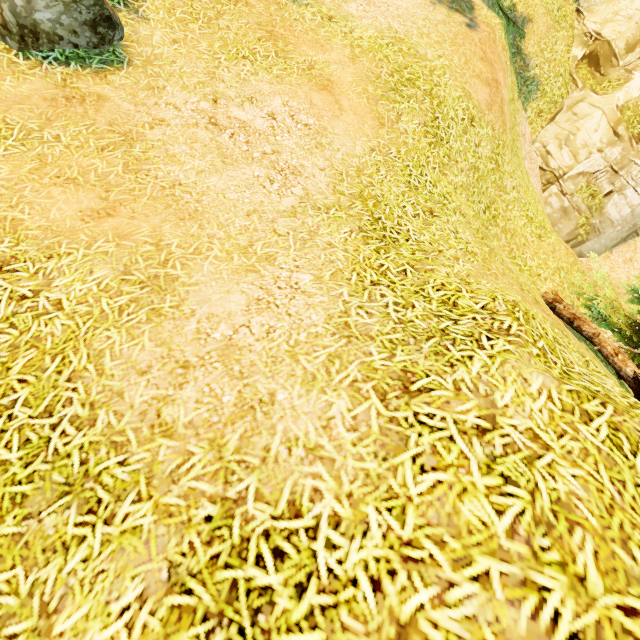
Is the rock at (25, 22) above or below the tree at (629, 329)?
below

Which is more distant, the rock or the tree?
the tree

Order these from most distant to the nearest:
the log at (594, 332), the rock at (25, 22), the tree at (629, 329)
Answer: the tree at (629, 329), the log at (594, 332), the rock at (25, 22)

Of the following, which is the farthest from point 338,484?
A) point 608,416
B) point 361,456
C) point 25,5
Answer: point 25,5

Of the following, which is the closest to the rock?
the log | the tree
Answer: the tree

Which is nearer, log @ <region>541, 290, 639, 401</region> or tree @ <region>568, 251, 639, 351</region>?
log @ <region>541, 290, 639, 401</region>

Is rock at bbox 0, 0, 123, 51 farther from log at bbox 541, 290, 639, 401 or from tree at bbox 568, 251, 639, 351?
log at bbox 541, 290, 639, 401

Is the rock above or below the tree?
below
